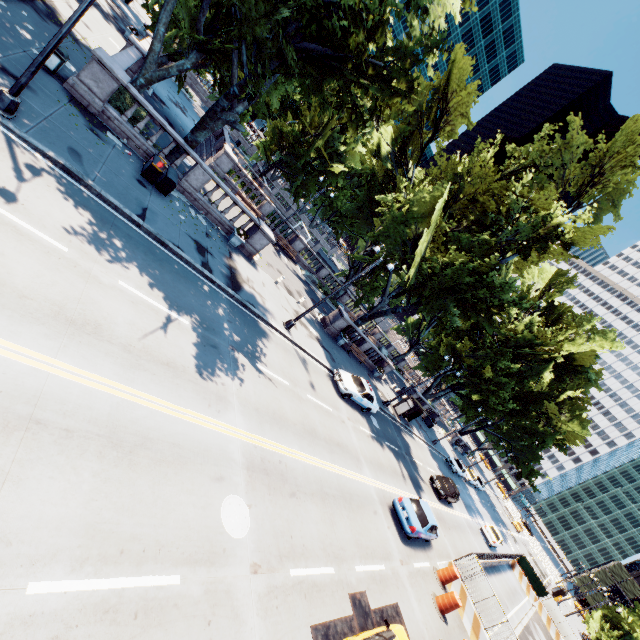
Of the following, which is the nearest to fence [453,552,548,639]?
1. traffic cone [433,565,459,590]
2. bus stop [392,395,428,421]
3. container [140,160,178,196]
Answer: traffic cone [433,565,459,590]

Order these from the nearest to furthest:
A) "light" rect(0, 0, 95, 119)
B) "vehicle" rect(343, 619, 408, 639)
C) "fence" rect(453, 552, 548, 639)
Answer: "vehicle" rect(343, 619, 408, 639) → "light" rect(0, 0, 95, 119) → "fence" rect(453, 552, 548, 639)

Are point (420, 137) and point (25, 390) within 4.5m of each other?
no

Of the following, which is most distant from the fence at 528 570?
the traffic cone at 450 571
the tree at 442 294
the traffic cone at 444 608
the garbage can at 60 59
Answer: the garbage can at 60 59

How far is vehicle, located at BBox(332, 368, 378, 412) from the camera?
21.0 meters

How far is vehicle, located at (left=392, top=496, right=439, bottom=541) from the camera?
16.2m

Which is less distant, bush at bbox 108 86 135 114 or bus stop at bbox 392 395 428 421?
bush at bbox 108 86 135 114

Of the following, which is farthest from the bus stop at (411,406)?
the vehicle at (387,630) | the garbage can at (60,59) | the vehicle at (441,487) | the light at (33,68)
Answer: the garbage can at (60,59)
